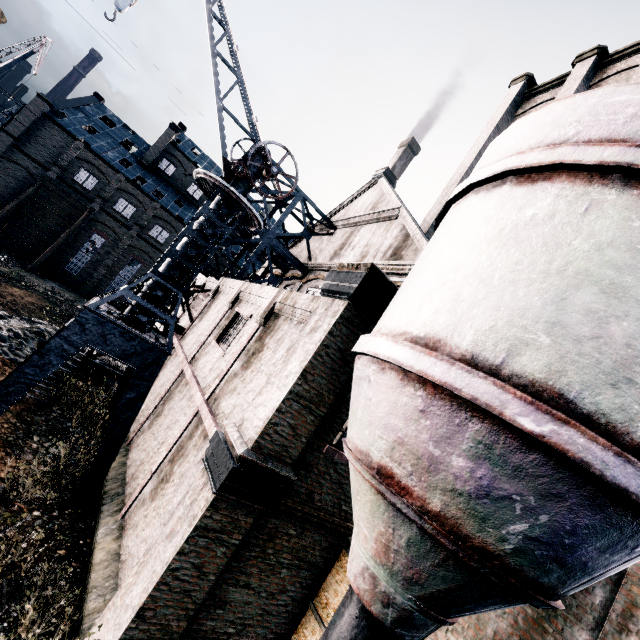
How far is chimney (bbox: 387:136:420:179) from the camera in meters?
41.5

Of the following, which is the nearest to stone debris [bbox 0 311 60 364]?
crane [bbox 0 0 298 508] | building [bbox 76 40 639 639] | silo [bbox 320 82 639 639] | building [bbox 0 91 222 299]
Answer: building [bbox 76 40 639 639]

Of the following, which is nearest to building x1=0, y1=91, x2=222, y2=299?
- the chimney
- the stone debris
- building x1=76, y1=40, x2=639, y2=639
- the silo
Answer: the chimney

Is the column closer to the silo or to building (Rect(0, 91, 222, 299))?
the silo

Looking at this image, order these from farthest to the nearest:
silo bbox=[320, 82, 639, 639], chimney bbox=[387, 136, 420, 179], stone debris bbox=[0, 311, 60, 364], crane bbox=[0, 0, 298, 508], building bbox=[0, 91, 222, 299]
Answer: chimney bbox=[387, 136, 420, 179] → building bbox=[0, 91, 222, 299] → stone debris bbox=[0, 311, 60, 364] → crane bbox=[0, 0, 298, 508] → silo bbox=[320, 82, 639, 639]

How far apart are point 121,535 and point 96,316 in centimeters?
654cm

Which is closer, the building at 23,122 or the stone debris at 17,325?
the stone debris at 17,325

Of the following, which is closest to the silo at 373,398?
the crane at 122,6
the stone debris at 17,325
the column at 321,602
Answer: the column at 321,602
